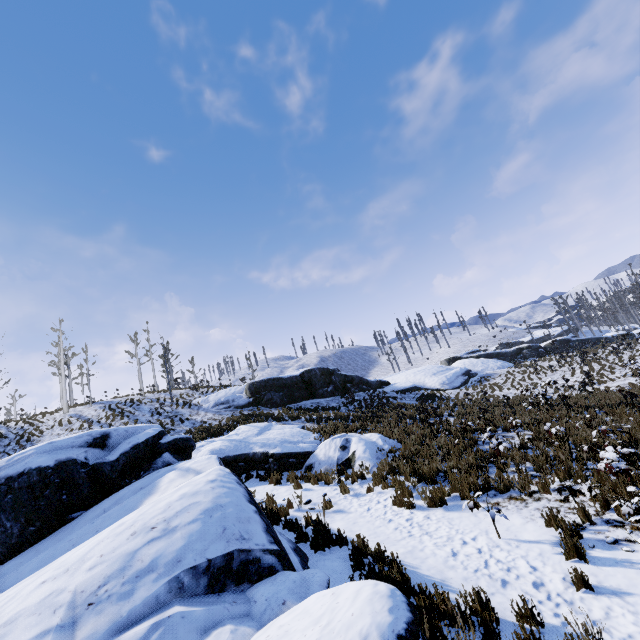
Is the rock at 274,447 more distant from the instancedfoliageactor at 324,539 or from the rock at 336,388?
the rock at 336,388

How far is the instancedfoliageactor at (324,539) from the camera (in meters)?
6.45

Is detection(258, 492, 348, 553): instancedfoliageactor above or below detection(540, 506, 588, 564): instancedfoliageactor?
above

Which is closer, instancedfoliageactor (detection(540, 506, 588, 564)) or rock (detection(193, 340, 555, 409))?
instancedfoliageactor (detection(540, 506, 588, 564))

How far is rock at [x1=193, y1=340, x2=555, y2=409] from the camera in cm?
2636

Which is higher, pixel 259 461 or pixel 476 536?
pixel 259 461

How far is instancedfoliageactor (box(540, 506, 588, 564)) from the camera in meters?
5.0 m

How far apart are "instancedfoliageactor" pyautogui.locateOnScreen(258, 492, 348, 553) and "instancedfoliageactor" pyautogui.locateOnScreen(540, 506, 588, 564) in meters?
4.5 m
